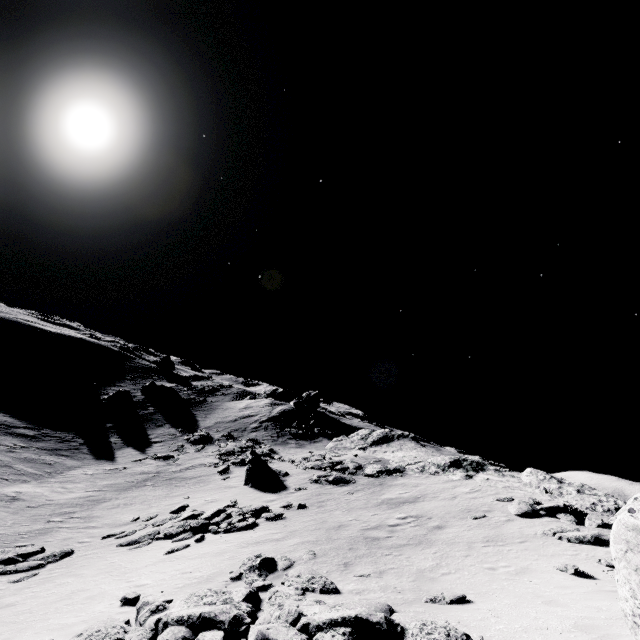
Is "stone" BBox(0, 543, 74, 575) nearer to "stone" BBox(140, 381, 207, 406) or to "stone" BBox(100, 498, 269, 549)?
"stone" BBox(100, 498, 269, 549)

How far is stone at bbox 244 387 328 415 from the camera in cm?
4572

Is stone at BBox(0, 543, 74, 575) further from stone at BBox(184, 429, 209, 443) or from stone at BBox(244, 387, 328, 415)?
stone at BBox(244, 387, 328, 415)

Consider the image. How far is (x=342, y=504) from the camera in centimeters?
1784cm

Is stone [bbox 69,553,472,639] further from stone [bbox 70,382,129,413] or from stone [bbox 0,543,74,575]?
stone [bbox 70,382,129,413]

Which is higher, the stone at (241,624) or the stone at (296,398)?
the stone at (296,398)

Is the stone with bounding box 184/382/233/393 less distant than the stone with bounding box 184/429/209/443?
No

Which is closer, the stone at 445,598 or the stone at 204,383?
the stone at 445,598
